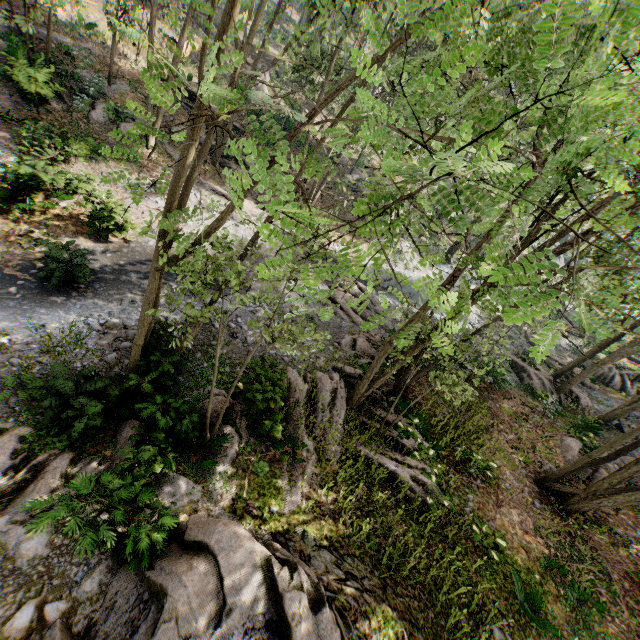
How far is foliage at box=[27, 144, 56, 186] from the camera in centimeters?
1193cm

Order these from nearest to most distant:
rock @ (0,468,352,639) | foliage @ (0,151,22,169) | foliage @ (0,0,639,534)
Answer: foliage @ (0,0,639,534) → rock @ (0,468,352,639) → foliage @ (0,151,22,169)

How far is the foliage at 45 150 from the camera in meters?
11.9 m

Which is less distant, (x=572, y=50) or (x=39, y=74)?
(x=572, y=50)

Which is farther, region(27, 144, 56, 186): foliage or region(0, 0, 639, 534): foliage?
region(27, 144, 56, 186): foliage

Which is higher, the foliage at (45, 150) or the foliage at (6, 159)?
the foliage at (45, 150)

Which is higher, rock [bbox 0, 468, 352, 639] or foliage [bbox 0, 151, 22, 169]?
rock [bbox 0, 468, 352, 639]

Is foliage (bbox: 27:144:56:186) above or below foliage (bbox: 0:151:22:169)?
above
